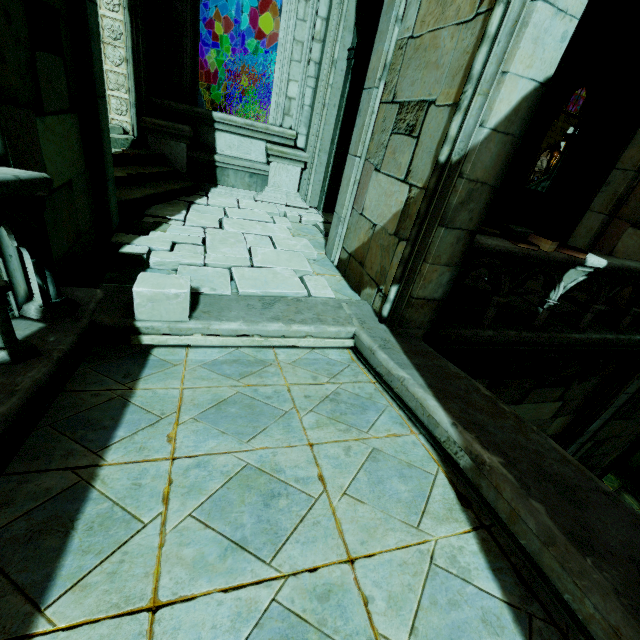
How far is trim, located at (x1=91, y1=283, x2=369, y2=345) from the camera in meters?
3.0

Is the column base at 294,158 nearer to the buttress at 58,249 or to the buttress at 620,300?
the buttress at 58,249

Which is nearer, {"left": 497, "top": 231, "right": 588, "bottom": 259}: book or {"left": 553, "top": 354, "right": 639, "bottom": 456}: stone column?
{"left": 497, "top": 231, "right": 588, "bottom": 259}: book

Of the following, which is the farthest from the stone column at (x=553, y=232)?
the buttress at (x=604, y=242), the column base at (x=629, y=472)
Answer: the column base at (x=629, y=472)

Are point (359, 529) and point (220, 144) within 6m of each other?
no

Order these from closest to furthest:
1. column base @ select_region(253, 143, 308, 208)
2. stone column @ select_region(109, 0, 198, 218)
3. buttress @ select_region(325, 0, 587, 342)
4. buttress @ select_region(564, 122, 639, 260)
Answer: buttress @ select_region(325, 0, 587, 342) → stone column @ select_region(109, 0, 198, 218) → buttress @ select_region(564, 122, 639, 260) → column base @ select_region(253, 143, 308, 208)

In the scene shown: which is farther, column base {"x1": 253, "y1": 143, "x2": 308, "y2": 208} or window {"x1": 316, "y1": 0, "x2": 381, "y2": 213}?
column base {"x1": 253, "y1": 143, "x2": 308, "y2": 208}

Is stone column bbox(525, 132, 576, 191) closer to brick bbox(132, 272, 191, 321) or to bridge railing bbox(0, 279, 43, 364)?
brick bbox(132, 272, 191, 321)
